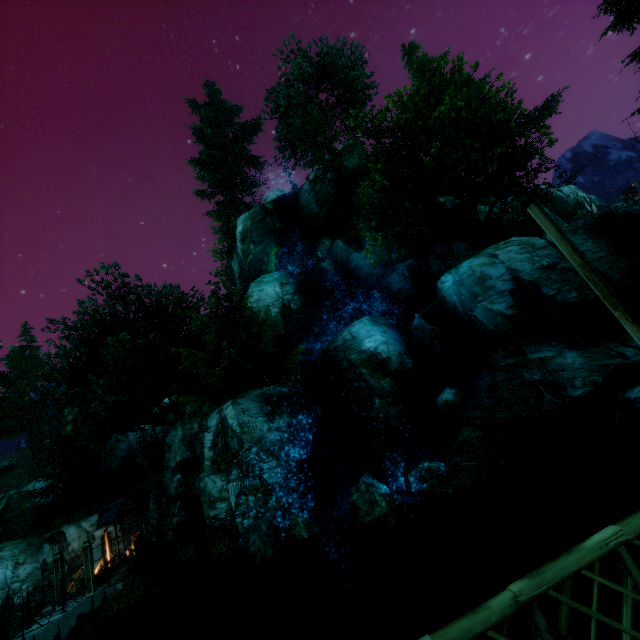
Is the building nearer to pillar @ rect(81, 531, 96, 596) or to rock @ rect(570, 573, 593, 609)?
pillar @ rect(81, 531, 96, 596)

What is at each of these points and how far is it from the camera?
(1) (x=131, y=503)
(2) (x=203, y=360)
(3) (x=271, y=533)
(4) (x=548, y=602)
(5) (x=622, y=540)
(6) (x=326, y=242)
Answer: (1) building, 25.0 meters
(2) tree, 25.9 meters
(3) rock, 14.1 meters
(4) rock, 8.2 meters
(5) fence, 2.4 meters
(6) rock, 28.2 meters

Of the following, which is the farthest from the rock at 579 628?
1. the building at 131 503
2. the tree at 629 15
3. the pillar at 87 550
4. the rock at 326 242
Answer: the rock at 326 242

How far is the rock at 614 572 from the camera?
7.8 meters

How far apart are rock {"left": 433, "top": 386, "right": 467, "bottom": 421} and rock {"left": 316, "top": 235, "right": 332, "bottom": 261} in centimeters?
1514cm

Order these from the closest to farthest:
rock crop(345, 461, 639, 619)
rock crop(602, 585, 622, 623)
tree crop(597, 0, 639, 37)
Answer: rock crop(602, 585, 622, 623) < rock crop(345, 461, 639, 619) < tree crop(597, 0, 639, 37)

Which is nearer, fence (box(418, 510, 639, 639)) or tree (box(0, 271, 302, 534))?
fence (box(418, 510, 639, 639))

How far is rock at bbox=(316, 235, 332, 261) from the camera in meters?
28.0
